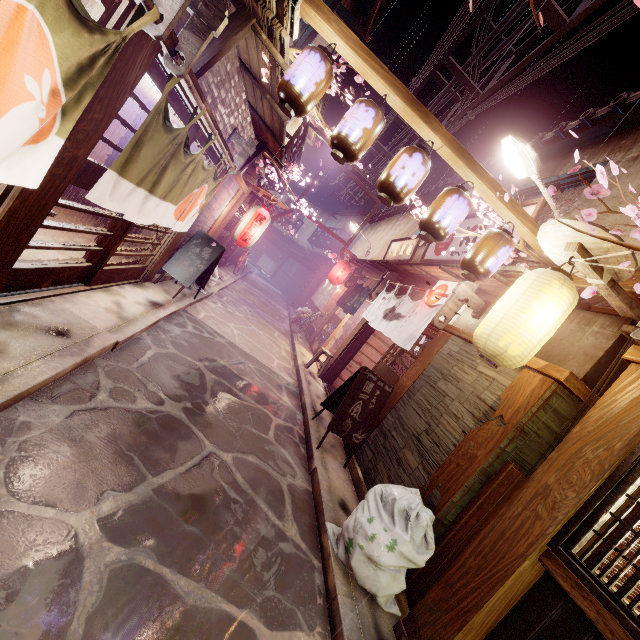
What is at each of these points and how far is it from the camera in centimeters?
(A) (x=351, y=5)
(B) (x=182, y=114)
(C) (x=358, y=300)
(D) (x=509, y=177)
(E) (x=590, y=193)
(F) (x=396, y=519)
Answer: (A) house, 1245cm
(B) door, 719cm
(C) flag, 1903cm
(D) house, 1441cm
(E) plant, 354cm
(F) trash, 582cm

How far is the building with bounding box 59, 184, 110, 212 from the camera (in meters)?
14.41

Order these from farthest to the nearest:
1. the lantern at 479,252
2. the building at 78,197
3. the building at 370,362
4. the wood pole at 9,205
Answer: the building at 370,362 → the building at 78,197 → the lantern at 479,252 → the wood pole at 9,205

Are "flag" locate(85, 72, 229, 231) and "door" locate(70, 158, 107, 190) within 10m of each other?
yes

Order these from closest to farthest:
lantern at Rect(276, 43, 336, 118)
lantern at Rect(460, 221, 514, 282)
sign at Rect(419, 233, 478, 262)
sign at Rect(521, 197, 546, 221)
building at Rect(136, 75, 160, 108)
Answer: lantern at Rect(276, 43, 336, 118)
lantern at Rect(460, 221, 514, 282)
building at Rect(136, 75, 160, 108)
sign at Rect(521, 197, 546, 221)
sign at Rect(419, 233, 478, 262)

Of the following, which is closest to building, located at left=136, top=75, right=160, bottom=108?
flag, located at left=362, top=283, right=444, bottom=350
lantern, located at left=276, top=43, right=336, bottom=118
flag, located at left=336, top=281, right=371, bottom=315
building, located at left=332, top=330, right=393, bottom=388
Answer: lantern, located at left=276, top=43, right=336, bottom=118

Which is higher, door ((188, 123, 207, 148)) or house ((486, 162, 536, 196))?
house ((486, 162, 536, 196))

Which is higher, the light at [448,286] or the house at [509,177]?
the house at [509,177]
